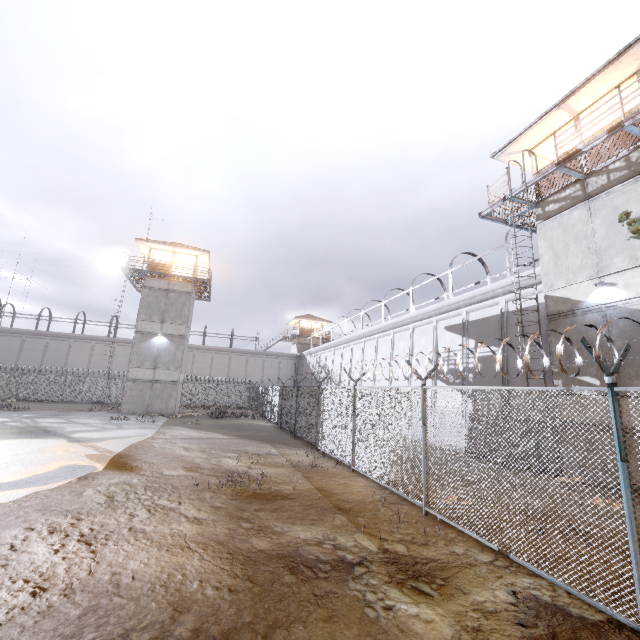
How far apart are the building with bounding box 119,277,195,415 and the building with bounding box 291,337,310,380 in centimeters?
2362cm

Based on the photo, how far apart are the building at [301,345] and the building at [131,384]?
23.6 meters

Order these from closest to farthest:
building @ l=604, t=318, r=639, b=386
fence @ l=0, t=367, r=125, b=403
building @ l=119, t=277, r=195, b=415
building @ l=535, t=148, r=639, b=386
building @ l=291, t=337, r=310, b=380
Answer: building @ l=604, t=318, r=639, b=386, building @ l=535, t=148, r=639, b=386, building @ l=119, t=277, r=195, b=415, fence @ l=0, t=367, r=125, b=403, building @ l=291, t=337, r=310, b=380

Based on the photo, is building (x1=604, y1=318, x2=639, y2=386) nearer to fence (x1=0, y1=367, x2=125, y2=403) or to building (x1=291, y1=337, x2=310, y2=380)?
fence (x1=0, y1=367, x2=125, y2=403)

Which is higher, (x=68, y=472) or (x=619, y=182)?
(x=619, y=182)

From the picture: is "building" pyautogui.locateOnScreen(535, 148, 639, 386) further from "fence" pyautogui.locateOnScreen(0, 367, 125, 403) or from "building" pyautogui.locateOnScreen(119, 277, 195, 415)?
"building" pyautogui.locateOnScreen(119, 277, 195, 415)

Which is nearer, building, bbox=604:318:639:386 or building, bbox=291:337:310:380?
building, bbox=604:318:639:386

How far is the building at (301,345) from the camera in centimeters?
5009cm
